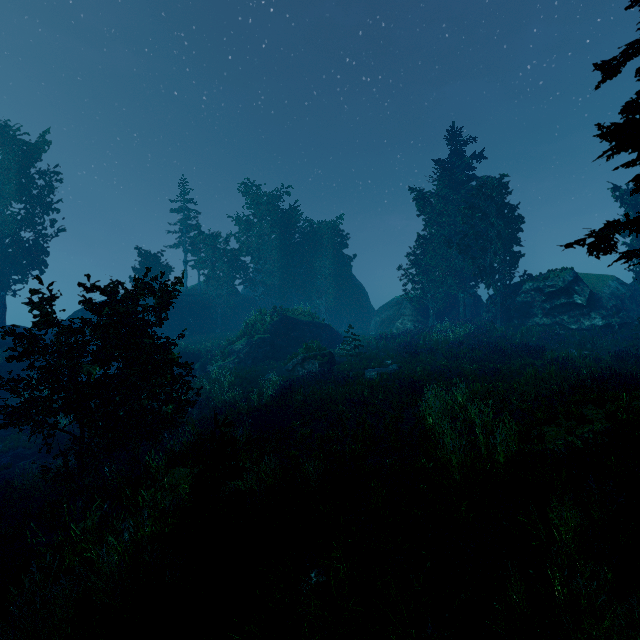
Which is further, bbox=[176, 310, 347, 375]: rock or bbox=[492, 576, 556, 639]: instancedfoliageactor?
bbox=[176, 310, 347, 375]: rock

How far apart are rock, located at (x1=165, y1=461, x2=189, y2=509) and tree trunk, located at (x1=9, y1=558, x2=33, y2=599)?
1.7 meters

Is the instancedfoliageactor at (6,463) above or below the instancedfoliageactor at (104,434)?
below

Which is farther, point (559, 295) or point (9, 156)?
point (9, 156)

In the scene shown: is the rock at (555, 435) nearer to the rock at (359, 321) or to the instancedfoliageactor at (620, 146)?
the instancedfoliageactor at (620, 146)

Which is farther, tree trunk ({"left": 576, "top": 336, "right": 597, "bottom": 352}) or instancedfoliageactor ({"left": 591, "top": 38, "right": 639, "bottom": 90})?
tree trunk ({"left": 576, "top": 336, "right": 597, "bottom": 352})

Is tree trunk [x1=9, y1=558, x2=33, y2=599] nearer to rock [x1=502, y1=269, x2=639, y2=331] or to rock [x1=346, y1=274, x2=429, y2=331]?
rock [x1=346, y1=274, x2=429, y2=331]

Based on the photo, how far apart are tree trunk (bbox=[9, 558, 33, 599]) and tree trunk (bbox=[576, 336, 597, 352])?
27.6m
